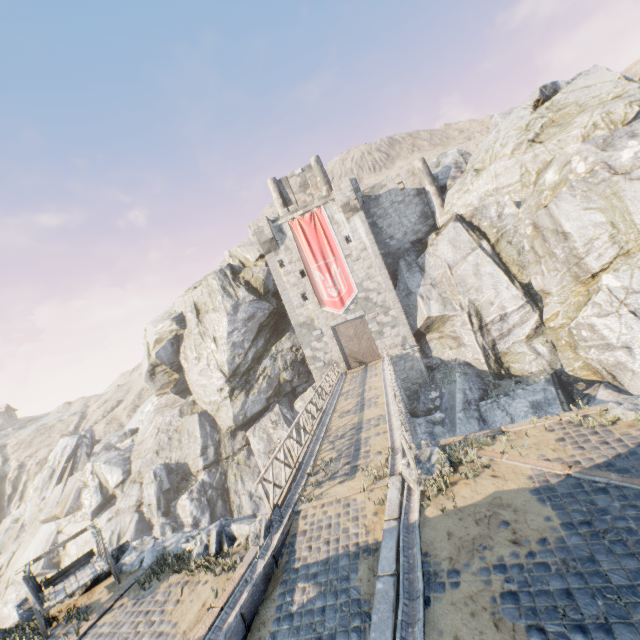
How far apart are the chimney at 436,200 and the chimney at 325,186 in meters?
7.3 m

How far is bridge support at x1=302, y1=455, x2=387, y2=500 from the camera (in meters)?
9.22

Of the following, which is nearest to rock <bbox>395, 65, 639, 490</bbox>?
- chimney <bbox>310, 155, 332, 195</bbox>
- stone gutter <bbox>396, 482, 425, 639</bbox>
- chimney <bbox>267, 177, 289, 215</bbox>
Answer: stone gutter <bbox>396, 482, 425, 639</bbox>

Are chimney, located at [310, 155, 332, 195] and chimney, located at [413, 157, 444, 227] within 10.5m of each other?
yes

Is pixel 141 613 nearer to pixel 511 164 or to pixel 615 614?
pixel 615 614

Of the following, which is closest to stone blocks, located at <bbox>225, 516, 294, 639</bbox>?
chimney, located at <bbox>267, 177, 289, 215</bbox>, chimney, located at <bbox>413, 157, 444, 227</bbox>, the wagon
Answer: the wagon

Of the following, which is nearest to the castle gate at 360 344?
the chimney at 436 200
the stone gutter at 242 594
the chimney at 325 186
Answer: the stone gutter at 242 594

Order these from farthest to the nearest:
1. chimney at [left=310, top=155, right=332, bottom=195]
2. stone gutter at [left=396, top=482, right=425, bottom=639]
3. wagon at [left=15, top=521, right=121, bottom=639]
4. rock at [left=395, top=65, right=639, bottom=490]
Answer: chimney at [left=310, top=155, right=332, bottom=195]
rock at [left=395, top=65, right=639, bottom=490]
wagon at [left=15, top=521, right=121, bottom=639]
stone gutter at [left=396, top=482, right=425, bottom=639]
